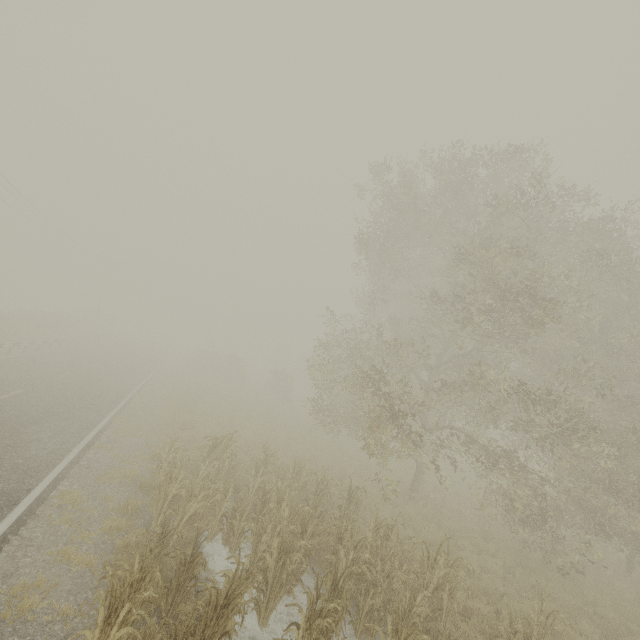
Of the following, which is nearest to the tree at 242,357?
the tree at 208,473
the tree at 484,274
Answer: the tree at 484,274

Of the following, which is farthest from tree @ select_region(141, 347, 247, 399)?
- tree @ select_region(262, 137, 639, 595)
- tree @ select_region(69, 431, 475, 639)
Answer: tree @ select_region(69, 431, 475, 639)

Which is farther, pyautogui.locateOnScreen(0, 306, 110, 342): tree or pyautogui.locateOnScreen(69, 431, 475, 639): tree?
pyautogui.locateOnScreen(0, 306, 110, 342): tree

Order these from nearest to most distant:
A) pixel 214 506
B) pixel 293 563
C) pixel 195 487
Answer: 1. pixel 293 563
2. pixel 195 487
3. pixel 214 506

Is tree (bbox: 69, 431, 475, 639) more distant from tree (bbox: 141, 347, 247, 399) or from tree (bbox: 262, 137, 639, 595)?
tree (bbox: 141, 347, 247, 399)

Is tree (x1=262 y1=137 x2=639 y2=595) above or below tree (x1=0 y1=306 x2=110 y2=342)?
above

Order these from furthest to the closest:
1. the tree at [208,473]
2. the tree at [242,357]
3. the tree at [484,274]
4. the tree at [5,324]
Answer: the tree at [242,357], the tree at [5,324], the tree at [484,274], the tree at [208,473]
